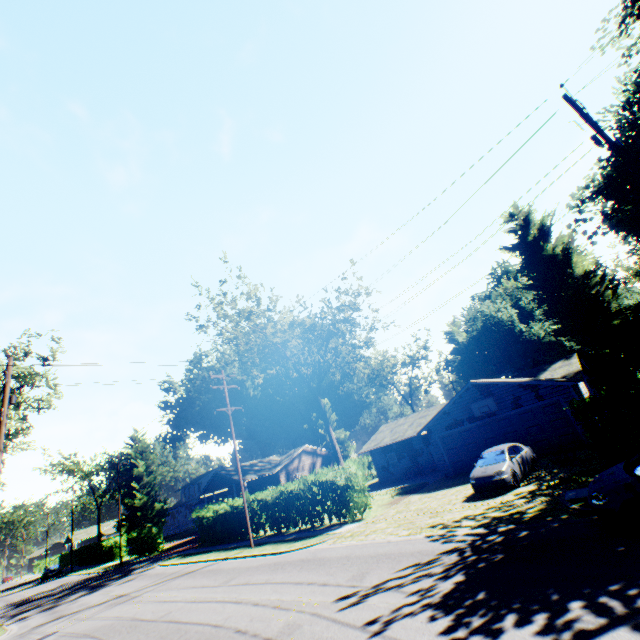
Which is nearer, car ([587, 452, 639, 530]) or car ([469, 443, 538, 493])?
car ([587, 452, 639, 530])

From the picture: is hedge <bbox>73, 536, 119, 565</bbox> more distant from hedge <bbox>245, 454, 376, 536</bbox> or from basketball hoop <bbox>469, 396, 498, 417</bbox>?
basketball hoop <bbox>469, 396, 498, 417</bbox>

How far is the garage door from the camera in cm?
1977

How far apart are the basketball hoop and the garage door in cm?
53

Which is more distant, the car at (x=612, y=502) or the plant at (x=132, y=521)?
the plant at (x=132, y=521)

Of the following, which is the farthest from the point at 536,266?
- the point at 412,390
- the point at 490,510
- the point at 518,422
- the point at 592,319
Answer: the point at 490,510

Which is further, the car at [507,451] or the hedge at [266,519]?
the hedge at [266,519]

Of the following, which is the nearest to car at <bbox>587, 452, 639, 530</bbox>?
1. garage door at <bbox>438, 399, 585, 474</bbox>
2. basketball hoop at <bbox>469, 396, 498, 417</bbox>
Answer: garage door at <bbox>438, 399, 585, 474</bbox>
